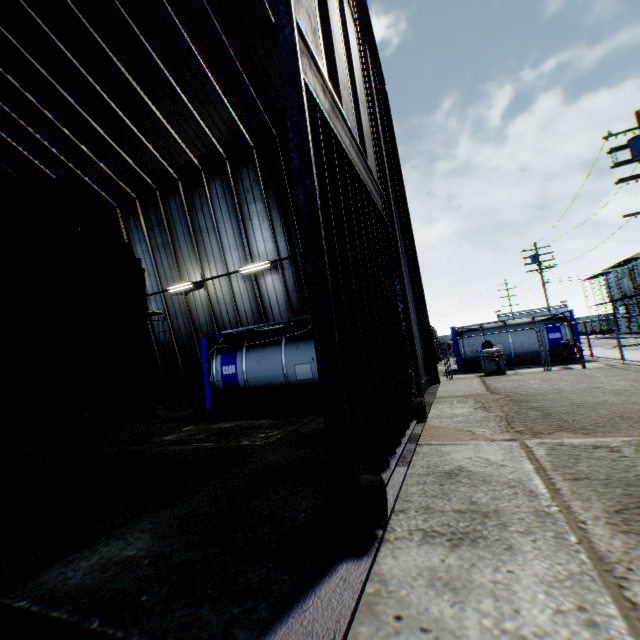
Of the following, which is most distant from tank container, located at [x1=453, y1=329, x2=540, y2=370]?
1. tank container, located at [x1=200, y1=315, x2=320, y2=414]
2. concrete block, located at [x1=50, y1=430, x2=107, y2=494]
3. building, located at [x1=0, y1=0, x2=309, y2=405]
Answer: concrete block, located at [x1=50, y1=430, x2=107, y2=494]

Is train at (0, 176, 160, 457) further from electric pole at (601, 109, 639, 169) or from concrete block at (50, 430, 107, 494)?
electric pole at (601, 109, 639, 169)

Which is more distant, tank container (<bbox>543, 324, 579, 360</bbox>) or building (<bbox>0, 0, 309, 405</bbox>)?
tank container (<bbox>543, 324, 579, 360</bbox>)

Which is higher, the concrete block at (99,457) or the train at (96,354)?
the train at (96,354)

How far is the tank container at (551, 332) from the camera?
19.2 meters

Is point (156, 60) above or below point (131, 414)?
above

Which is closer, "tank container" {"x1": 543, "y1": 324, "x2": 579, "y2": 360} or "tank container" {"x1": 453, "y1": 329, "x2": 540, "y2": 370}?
"tank container" {"x1": 543, "y1": 324, "x2": 579, "y2": 360}

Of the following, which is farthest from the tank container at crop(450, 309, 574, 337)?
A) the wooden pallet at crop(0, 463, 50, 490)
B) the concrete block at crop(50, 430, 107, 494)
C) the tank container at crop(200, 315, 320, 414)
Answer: the wooden pallet at crop(0, 463, 50, 490)
